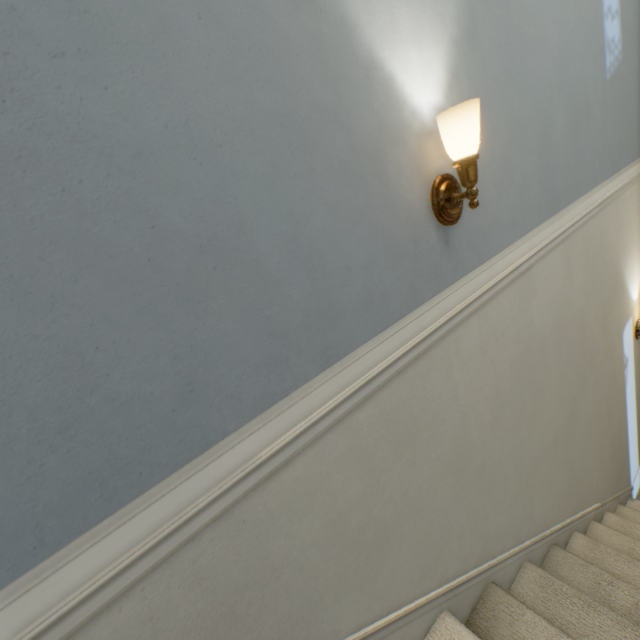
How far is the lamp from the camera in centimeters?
79cm

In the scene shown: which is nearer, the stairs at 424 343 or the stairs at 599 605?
the stairs at 424 343

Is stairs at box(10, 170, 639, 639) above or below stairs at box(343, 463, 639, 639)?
above

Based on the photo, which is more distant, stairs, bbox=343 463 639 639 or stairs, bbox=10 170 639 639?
stairs, bbox=343 463 639 639

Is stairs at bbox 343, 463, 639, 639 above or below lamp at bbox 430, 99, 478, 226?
below

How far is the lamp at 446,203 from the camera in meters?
0.8

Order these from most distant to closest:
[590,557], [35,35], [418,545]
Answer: [590,557]
[418,545]
[35,35]
